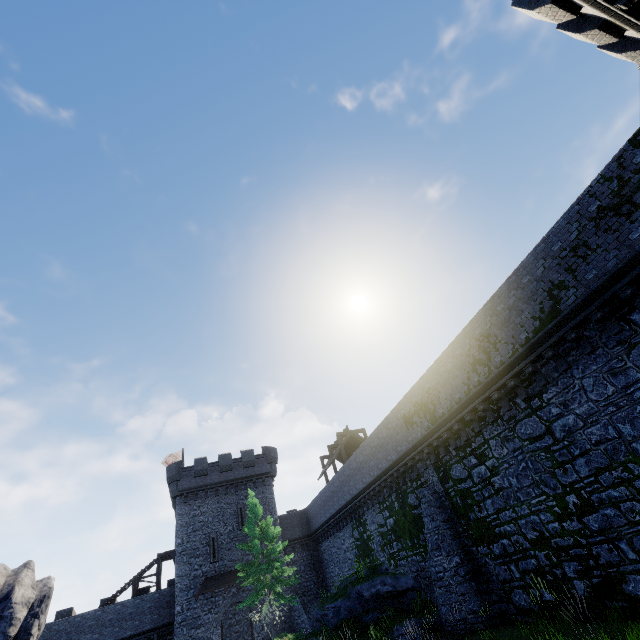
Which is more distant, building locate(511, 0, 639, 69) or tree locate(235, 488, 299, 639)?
tree locate(235, 488, 299, 639)

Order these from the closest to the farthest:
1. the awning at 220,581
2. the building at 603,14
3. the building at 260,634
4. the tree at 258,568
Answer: the building at 603,14 → the tree at 258,568 → the building at 260,634 → the awning at 220,581

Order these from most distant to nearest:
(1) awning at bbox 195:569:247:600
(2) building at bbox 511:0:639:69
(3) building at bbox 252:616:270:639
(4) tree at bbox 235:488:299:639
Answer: (1) awning at bbox 195:569:247:600 < (3) building at bbox 252:616:270:639 < (4) tree at bbox 235:488:299:639 < (2) building at bbox 511:0:639:69

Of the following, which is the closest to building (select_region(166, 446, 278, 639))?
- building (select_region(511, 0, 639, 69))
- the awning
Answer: the awning

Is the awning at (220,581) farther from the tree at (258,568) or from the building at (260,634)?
the tree at (258,568)

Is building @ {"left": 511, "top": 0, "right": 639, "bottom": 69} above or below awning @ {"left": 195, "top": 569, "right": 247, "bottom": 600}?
above

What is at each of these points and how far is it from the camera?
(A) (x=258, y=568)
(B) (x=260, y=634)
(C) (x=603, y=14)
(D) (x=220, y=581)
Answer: (A) tree, 23.2 meters
(B) building, 27.5 meters
(C) building, 10.1 meters
(D) awning, 29.0 meters

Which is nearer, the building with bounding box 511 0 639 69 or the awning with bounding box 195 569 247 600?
the building with bounding box 511 0 639 69
